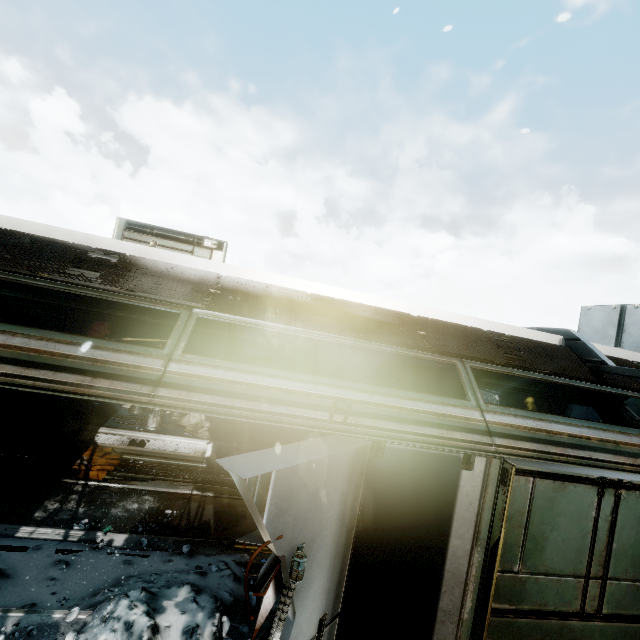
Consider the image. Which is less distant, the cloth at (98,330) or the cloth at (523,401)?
the cloth at (98,330)

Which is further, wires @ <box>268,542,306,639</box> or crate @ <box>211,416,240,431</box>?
crate @ <box>211,416,240,431</box>

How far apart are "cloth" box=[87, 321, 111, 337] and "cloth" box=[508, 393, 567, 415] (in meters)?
18.12

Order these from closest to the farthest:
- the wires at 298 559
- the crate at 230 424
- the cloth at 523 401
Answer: the wires at 298 559, the crate at 230 424, the cloth at 523 401

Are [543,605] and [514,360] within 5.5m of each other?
yes

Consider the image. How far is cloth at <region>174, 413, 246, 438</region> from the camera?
9.4 meters

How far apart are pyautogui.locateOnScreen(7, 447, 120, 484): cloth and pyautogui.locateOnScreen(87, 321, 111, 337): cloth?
4.5 meters

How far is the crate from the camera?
9.9 meters
